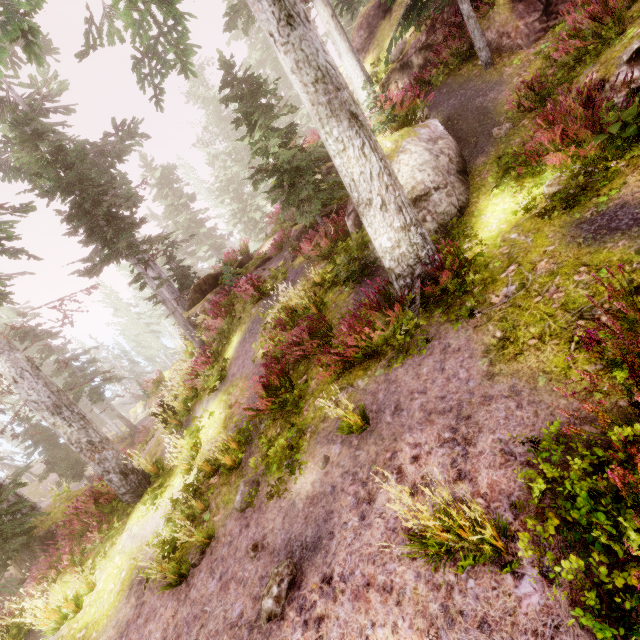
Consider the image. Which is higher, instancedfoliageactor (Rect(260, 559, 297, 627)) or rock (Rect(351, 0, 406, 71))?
rock (Rect(351, 0, 406, 71))

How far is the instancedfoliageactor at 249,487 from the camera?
6.0m

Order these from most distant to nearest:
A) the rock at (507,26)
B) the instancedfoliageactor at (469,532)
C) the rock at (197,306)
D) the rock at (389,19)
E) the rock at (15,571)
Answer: the rock at (197,306)
the rock at (389,19)
the rock at (15,571)
the rock at (507,26)
the instancedfoliageactor at (469,532)

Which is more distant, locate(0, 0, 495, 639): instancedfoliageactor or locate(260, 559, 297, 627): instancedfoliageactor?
locate(0, 0, 495, 639): instancedfoliageactor

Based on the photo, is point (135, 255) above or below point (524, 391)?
above

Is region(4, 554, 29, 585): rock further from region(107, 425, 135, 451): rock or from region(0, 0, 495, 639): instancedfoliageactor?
region(107, 425, 135, 451): rock
